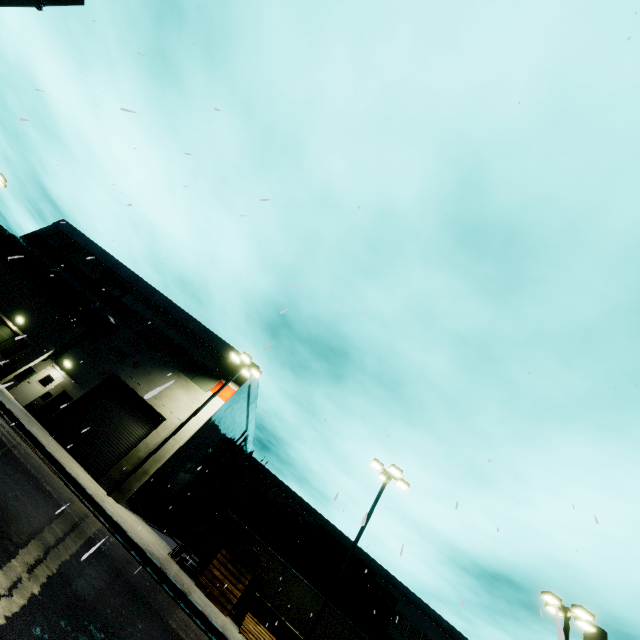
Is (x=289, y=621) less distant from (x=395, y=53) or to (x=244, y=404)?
(x=244, y=404)

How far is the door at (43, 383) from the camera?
19.34m

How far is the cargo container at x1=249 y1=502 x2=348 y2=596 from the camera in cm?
2572

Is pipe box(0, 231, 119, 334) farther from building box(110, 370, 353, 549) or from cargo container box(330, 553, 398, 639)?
cargo container box(330, 553, 398, 639)

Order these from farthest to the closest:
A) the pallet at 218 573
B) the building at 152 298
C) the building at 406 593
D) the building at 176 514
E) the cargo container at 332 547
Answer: the building at 406 593 → the cargo container at 332 547 → the building at 152 298 → the building at 176 514 → the pallet at 218 573

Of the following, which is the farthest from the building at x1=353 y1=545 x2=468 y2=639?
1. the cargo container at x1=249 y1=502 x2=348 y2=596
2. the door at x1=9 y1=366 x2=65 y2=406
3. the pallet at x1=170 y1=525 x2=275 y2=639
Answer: the pallet at x1=170 y1=525 x2=275 y2=639

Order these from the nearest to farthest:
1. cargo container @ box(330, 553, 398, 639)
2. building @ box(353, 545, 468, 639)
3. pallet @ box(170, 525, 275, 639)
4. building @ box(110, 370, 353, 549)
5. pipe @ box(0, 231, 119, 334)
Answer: pallet @ box(170, 525, 275, 639) < building @ box(110, 370, 353, 549) < pipe @ box(0, 231, 119, 334) < cargo container @ box(330, 553, 398, 639) < building @ box(353, 545, 468, 639)
